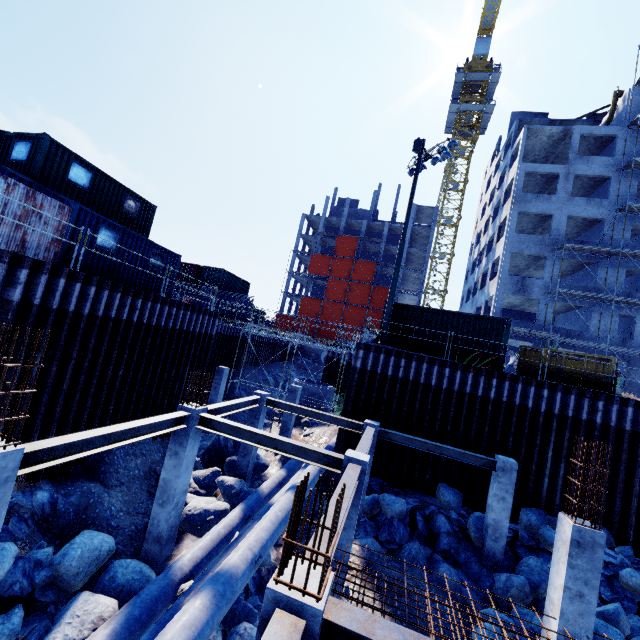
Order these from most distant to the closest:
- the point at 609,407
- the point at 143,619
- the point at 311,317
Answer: the point at 311,317 → the point at 609,407 → the point at 143,619

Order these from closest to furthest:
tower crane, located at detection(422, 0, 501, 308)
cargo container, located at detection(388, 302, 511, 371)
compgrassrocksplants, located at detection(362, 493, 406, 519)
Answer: compgrassrocksplants, located at detection(362, 493, 406, 519)
cargo container, located at detection(388, 302, 511, 371)
tower crane, located at detection(422, 0, 501, 308)

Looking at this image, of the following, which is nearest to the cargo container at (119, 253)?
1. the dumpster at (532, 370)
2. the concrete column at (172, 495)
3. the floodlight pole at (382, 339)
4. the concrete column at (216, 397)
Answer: the concrete column at (216, 397)

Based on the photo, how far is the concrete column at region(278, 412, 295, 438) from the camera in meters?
18.6 m

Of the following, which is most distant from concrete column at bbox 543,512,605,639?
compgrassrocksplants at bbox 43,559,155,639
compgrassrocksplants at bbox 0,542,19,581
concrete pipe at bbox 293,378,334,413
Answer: concrete pipe at bbox 293,378,334,413

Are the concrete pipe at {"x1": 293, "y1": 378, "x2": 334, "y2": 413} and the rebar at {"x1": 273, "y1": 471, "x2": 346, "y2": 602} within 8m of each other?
no

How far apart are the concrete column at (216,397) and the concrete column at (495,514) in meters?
15.0 m

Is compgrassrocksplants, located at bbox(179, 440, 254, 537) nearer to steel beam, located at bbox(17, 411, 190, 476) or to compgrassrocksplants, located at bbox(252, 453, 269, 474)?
compgrassrocksplants, located at bbox(252, 453, 269, 474)
